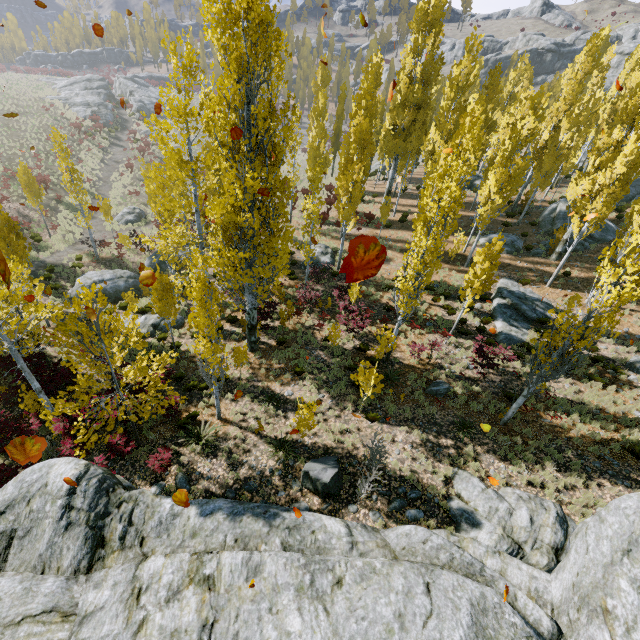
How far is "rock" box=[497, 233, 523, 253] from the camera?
24.7m

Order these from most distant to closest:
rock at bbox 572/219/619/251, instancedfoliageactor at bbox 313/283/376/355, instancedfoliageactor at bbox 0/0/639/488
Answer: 1. rock at bbox 572/219/619/251
2. instancedfoliageactor at bbox 313/283/376/355
3. instancedfoliageactor at bbox 0/0/639/488

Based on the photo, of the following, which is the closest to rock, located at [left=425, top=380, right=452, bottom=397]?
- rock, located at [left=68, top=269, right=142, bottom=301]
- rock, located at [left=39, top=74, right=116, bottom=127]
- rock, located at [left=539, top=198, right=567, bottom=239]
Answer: rock, located at [left=539, top=198, right=567, bottom=239]

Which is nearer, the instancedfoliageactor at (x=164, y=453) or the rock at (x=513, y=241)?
the instancedfoliageactor at (x=164, y=453)

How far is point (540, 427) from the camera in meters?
12.7

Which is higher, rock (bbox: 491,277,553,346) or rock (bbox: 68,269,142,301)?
rock (bbox: 491,277,553,346)

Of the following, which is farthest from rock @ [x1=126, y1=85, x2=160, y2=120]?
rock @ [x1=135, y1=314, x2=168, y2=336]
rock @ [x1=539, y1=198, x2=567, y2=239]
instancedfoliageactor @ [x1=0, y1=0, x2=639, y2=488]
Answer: rock @ [x1=539, y1=198, x2=567, y2=239]

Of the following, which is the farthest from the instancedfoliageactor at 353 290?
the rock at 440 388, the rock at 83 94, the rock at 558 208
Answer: the rock at 83 94
